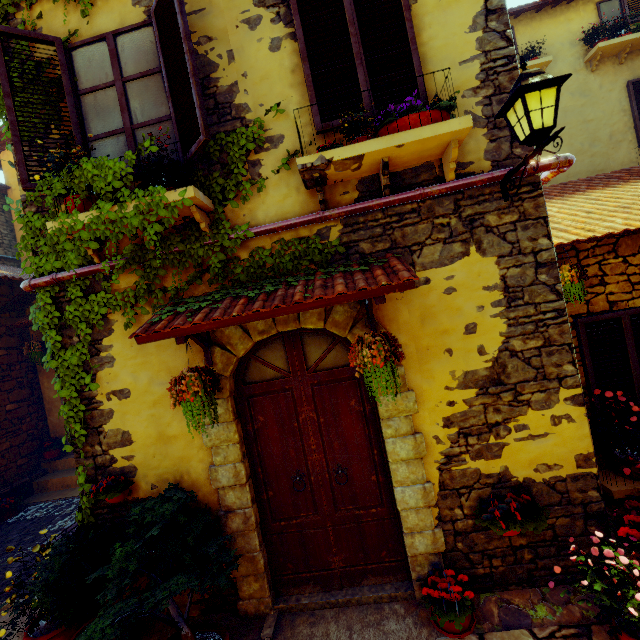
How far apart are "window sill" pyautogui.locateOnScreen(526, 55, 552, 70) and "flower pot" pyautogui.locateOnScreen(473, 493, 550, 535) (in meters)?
8.96

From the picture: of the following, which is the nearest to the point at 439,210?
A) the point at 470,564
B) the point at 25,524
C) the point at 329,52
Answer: the point at 329,52

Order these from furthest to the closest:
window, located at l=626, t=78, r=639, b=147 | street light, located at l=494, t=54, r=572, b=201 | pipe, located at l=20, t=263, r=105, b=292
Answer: window, located at l=626, t=78, r=639, b=147 → pipe, located at l=20, t=263, r=105, b=292 → street light, located at l=494, t=54, r=572, b=201

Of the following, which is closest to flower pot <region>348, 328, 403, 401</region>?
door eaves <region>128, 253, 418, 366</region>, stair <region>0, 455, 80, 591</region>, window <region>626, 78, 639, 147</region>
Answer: door eaves <region>128, 253, 418, 366</region>

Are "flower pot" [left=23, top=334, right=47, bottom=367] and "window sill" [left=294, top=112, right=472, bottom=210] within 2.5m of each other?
no

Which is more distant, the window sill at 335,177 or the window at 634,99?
the window at 634,99

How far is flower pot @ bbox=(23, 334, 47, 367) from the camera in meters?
7.2 m

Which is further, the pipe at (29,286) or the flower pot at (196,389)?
the pipe at (29,286)
